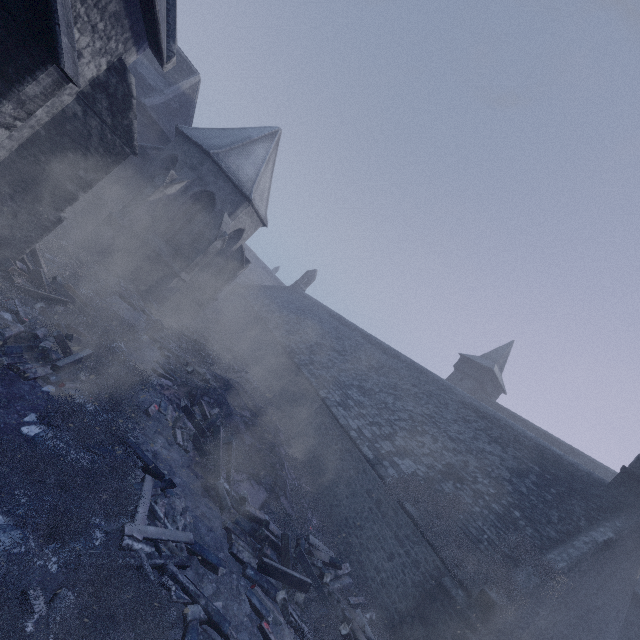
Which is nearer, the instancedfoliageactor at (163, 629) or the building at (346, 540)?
the instancedfoliageactor at (163, 629)

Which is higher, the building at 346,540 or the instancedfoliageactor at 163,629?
the building at 346,540

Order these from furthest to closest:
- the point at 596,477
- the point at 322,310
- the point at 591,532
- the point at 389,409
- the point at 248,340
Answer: the point at 322,310 < the point at 248,340 < the point at 389,409 < the point at 596,477 < the point at 591,532

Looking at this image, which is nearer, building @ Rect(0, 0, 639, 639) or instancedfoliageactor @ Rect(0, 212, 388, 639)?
instancedfoliageactor @ Rect(0, 212, 388, 639)

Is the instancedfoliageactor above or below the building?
below
